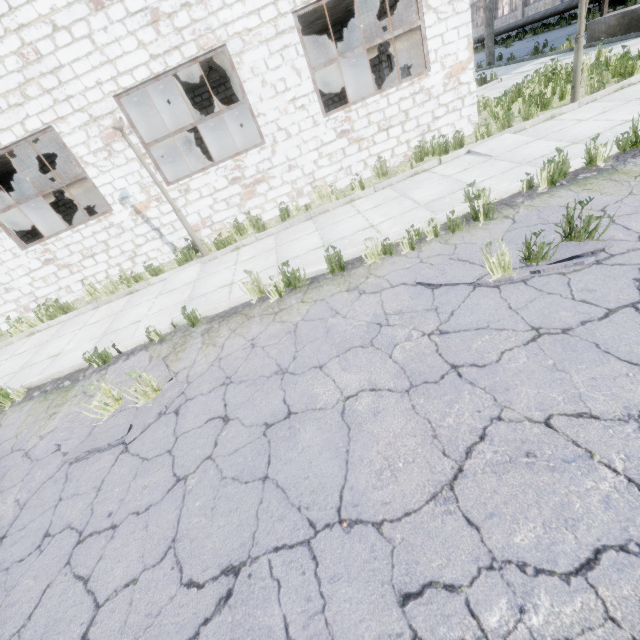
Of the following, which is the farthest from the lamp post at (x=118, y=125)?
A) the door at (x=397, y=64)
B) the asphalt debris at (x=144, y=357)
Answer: the door at (x=397, y=64)

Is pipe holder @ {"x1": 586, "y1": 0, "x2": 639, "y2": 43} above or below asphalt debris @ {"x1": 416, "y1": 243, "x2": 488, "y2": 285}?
above

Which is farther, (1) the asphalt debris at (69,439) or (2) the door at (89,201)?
(2) the door at (89,201)

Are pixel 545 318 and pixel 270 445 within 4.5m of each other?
yes

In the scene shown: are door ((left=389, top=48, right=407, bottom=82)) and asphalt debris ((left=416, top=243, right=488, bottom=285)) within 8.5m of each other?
no

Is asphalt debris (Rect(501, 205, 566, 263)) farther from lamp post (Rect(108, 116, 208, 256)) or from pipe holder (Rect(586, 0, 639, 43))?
pipe holder (Rect(586, 0, 639, 43))

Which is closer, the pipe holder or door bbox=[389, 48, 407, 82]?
the pipe holder

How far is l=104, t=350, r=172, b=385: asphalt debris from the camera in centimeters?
448cm
